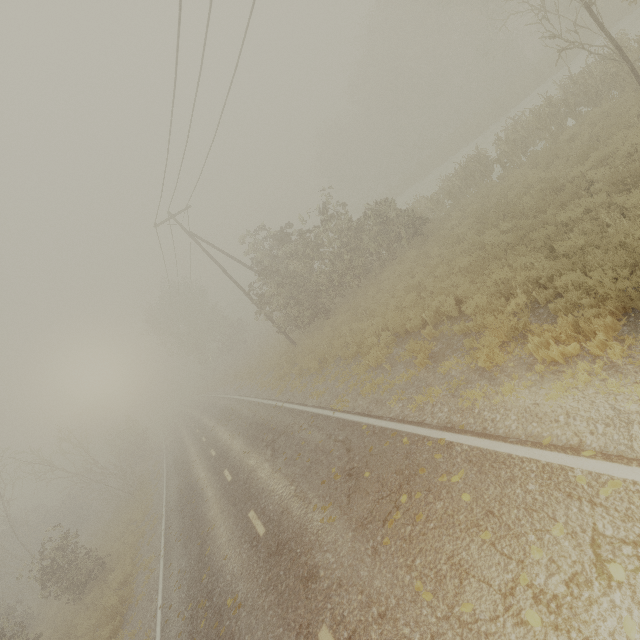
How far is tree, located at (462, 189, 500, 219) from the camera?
12.9m

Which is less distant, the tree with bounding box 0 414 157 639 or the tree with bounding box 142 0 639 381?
the tree with bounding box 142 0 639 381

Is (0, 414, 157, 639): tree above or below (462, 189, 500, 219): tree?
above

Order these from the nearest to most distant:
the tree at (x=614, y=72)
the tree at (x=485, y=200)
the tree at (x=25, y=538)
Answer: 1. the tree at (x=614, y=72)
2. the tree at (x=485, y=200)
3. the tree at (x=25, y=538)

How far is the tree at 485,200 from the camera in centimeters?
1292cm

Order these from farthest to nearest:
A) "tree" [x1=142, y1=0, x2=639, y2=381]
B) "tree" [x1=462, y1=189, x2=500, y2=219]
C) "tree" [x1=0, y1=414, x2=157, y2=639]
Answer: "tree" [x1=0, y1=414, x2=157, y2=639] → "tree" [x1=462, y1=189, x2=500, y2=219] → "tree" [x1=142, y1=0, x2=639, y2=381]

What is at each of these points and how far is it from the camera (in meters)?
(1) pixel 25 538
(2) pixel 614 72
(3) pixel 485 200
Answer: (1) tree, 21.80
(2) tree, 11.64
(3) tree, 14.51
